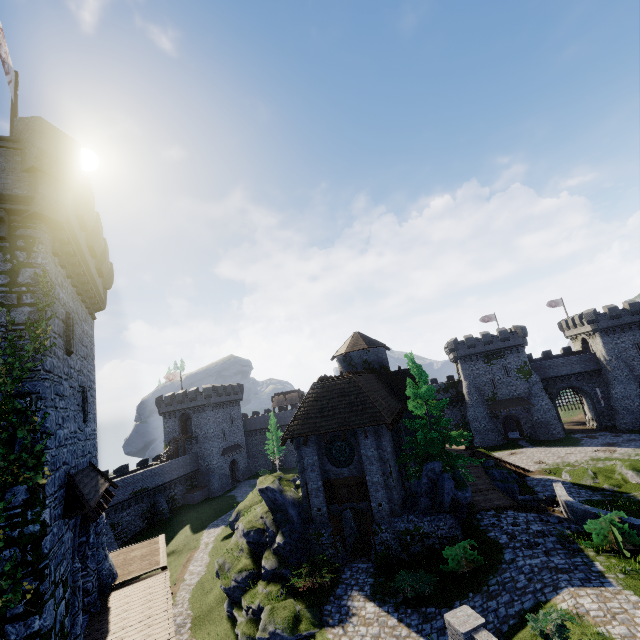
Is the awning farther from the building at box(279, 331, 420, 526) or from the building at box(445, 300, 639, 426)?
the building at box(445, 300, 639, 426)

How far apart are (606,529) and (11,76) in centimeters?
2942cm

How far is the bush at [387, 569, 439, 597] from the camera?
14.6 meters

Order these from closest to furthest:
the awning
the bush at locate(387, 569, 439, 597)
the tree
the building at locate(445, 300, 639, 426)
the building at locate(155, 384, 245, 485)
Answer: the awning → the bush at locate(387, 569, 439, 597) → the tree → the building at locate(445, 300, 639, 426) → the building at locate(155, 384, 245, 485)

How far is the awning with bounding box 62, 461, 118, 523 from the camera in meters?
10.3 m

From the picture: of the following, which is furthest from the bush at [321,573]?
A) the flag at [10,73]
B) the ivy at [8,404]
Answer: the flag at [10,73]

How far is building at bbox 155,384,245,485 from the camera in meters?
53.0

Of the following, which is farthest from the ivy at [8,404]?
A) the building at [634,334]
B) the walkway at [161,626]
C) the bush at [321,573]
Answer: the building at [634,334]
